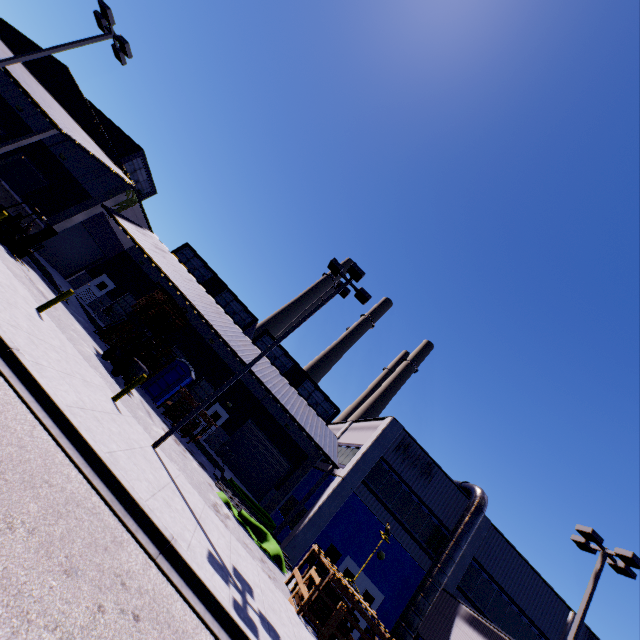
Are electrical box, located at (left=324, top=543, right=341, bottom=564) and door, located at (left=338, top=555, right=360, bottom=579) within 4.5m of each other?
yes

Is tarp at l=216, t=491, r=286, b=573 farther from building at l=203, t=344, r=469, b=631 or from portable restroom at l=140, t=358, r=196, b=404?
portable restroom at l=140, t=358, r=196, b=404

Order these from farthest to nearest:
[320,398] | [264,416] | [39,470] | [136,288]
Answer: [320,398] < [136,288] < [264,416] < [39,470]

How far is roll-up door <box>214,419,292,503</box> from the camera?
24.5m

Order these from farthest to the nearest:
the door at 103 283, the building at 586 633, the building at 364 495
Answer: the door at 103 283
the building at 586 633
the building at 364 495

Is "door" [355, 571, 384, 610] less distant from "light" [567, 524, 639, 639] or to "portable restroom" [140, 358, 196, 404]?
"light" [567, 524, 639, 639]

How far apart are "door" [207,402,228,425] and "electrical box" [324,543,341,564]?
11.3 meters

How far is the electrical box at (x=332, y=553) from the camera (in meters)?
17.44
